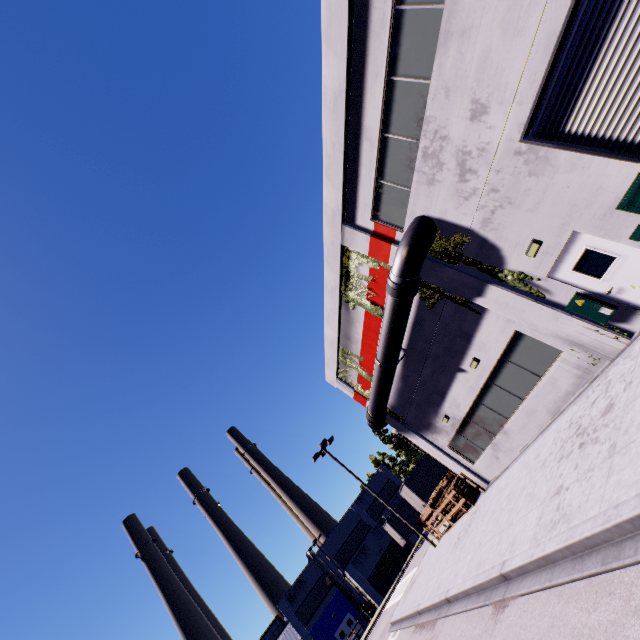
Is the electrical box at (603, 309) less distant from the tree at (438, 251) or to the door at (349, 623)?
the tree at (438, 251)

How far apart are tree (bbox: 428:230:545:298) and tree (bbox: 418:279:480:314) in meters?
0.9 m

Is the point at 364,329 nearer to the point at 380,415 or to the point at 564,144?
the point at 380,415

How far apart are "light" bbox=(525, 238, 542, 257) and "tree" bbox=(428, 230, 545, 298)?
0.6 meters

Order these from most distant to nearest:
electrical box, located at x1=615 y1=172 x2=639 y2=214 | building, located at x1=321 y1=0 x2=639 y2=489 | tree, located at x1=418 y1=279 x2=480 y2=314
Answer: tree, located at x1=418 y1=279 x2=480 y2=314 < building, located at x1=321 y1=0 x2=639 y2=489 < electrical box, located at x1=615 y1=172 x2=639 y2=214

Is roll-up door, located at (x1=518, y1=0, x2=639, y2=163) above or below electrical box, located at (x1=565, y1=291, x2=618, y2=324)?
above

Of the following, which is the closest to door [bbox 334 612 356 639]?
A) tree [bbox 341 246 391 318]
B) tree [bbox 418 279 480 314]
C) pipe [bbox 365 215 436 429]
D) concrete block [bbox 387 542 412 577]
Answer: concrete block [bbox 387 542 412 577]

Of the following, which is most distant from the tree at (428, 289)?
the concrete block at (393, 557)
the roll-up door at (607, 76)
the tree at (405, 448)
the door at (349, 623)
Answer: the tree at (405, 448)
